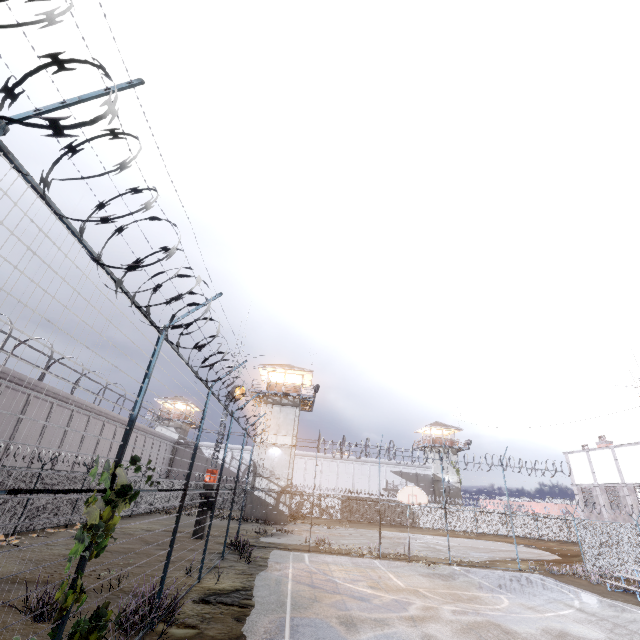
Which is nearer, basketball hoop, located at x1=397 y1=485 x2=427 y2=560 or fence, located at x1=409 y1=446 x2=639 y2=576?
basketball hoop, located at x1=397 y1=485 x2=427 y2=560

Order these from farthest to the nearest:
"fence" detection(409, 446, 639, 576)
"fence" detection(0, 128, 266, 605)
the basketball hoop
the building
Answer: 1. the building
2. "fence" detection(409, 446, 639, 576)
3. the basketball hoop
4. "fence" detection(0, 128, 266, 605)

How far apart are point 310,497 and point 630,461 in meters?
33.1

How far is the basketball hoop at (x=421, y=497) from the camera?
18.0m

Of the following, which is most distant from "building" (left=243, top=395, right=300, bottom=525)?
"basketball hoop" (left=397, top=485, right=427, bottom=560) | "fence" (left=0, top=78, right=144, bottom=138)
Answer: "basketball hoop" (left=397, top=485, right=427, bottom=560)

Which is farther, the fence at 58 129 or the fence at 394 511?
the fence at 394 511

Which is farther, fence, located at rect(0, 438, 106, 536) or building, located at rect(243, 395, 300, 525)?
building, located at rect(243, 395, 300, 525)
